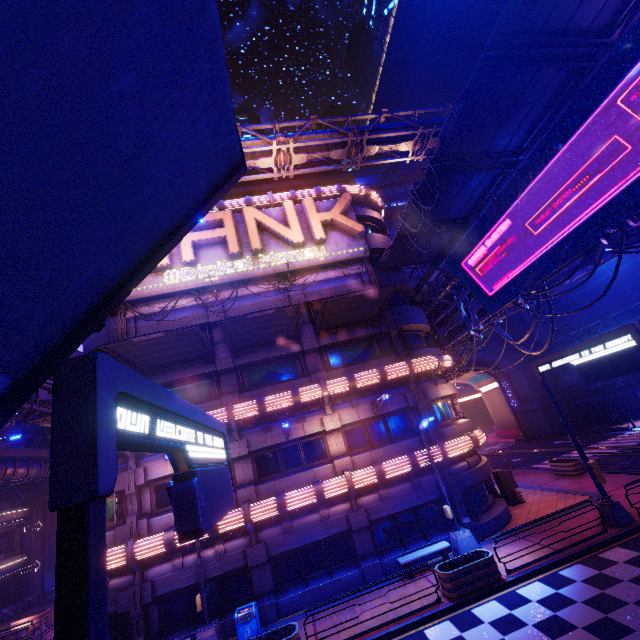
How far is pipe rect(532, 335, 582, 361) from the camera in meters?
37.8

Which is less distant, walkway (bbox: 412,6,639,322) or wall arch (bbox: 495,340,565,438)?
walkway (bbox: 412,6,639,322)

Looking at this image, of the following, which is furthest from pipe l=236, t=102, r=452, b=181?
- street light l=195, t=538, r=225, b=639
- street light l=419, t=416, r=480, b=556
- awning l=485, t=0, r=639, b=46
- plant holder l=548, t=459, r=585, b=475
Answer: plant holder l=548, t=459, r=585, b=475

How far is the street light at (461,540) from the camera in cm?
1443

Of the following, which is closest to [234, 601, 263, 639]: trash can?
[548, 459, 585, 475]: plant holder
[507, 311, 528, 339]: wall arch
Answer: [548, 459, 585, 475]: plant holder

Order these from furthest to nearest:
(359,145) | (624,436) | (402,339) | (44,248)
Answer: (624,436) → (359,145) → (402,339) → (44,248)

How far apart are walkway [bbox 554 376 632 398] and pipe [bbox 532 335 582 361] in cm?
278

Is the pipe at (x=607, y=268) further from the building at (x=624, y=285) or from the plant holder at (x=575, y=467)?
the plant holder at (x=575, y=467)
